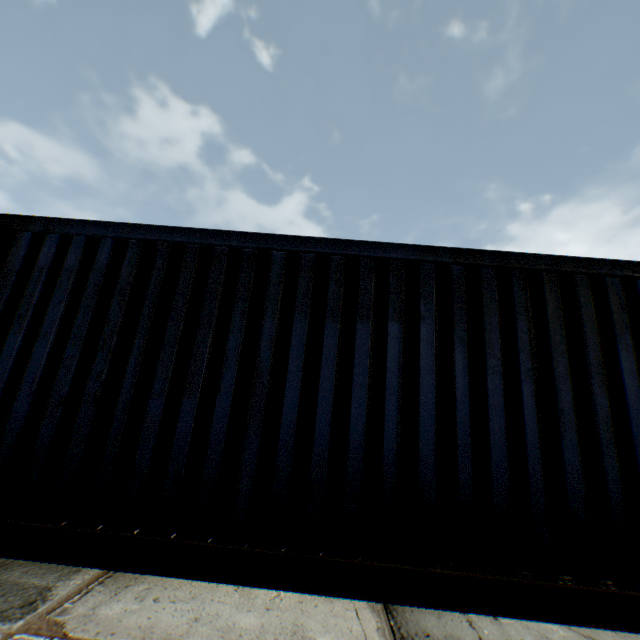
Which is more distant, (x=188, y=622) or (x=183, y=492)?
(x=183, y=492)
